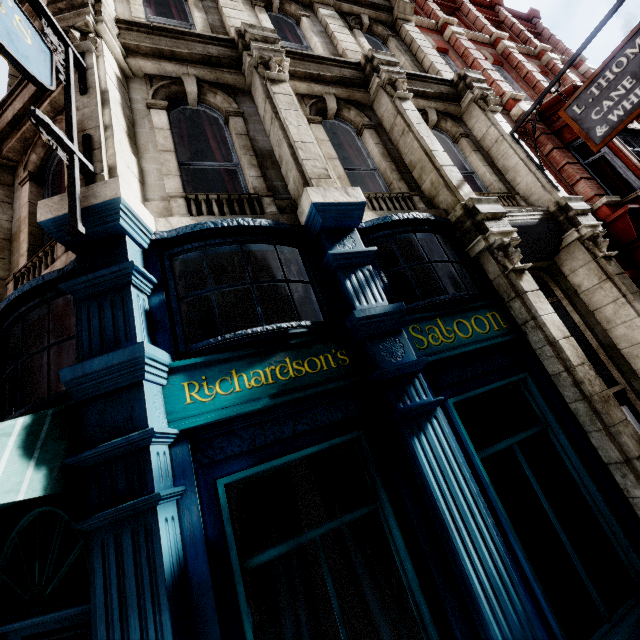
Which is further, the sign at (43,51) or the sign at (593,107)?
the sign at (593,107)

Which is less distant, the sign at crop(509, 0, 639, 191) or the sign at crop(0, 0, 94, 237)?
the sign at crop(0, 0, 94, 237)

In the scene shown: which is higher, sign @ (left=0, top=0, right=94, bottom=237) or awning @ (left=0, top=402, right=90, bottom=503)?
sign @ (left=0, top=0, right=94, bottom=237)

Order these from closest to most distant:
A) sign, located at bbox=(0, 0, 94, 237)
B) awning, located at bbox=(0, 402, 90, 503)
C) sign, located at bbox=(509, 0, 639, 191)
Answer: awning, located at bbox=(0, 402, 90, 503) → sign, located at bbox=(0, 0, 94, 237) → sign, located at bbox=(509, 0, 639, 191)

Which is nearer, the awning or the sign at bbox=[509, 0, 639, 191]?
A: the awning

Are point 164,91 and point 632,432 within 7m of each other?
no

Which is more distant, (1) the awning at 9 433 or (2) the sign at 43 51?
(2) the sign at 43 51
